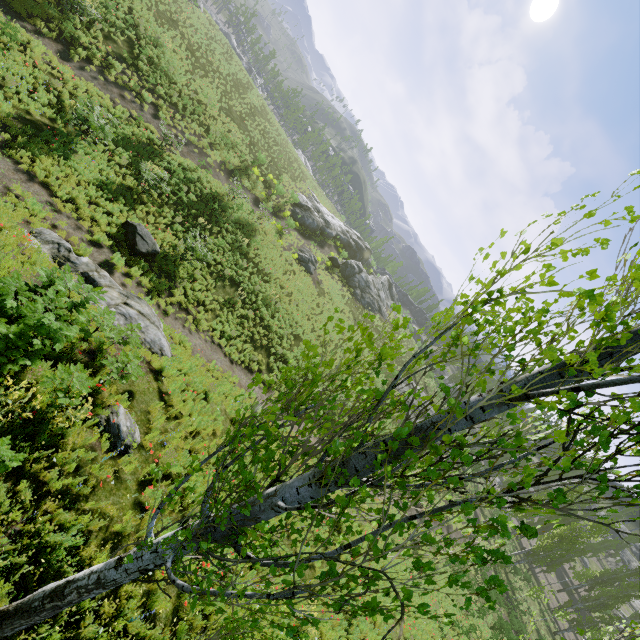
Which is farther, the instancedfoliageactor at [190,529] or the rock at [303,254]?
the rock at [303,254]

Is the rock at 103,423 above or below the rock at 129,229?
above

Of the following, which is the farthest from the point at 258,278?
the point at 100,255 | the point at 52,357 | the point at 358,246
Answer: the point at 358,246

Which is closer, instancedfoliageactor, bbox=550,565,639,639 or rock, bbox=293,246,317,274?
rock, bbox=293,246,317,274

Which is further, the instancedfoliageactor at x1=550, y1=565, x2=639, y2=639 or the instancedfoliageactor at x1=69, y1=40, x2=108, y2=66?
the instancedfoliageactor at x1=550, y1=565, x2=639, y2=639

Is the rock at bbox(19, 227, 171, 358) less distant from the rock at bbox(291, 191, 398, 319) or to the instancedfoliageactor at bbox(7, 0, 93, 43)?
the instancedfoliageactor at bbox(7, 0, 93, 43)

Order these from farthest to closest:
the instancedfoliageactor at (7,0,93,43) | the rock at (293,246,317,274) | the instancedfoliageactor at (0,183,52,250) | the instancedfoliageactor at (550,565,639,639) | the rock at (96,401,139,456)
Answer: the instancedfoliageactor at (550,565,639,639) → the rock at (293,246,317,274) → the instancedfoliageactor at (7,0,93,43) → the instancedfoliageactor at (0,183,52,250) → the rock at (96,401,139,456)

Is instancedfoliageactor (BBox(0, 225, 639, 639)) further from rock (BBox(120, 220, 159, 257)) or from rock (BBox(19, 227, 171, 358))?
rock (BBox(19, 227, 171, 358))
